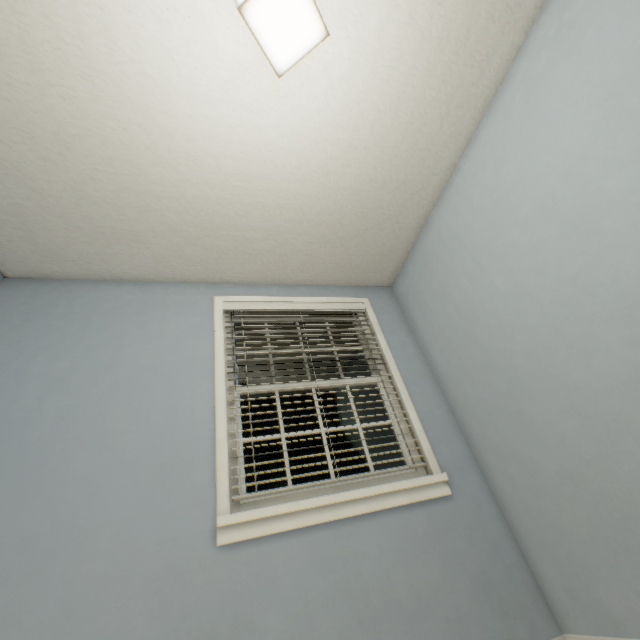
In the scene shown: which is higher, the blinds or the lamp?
the blinds

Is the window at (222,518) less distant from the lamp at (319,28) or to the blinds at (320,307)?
the blinds at (320,307)

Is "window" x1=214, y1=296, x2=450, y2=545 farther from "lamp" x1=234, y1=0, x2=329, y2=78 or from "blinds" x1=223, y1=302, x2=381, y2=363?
"lamp" x1=234, y1=0, x2=329, y2=78

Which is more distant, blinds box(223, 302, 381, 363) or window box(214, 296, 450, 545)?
blinds box(223, 302, 381, 363)

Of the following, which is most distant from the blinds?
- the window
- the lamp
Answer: the lamp

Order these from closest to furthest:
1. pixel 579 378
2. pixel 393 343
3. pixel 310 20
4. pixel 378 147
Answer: pixel 310 20
pixel 579 378
pixel 378 147
pixel 393 343
